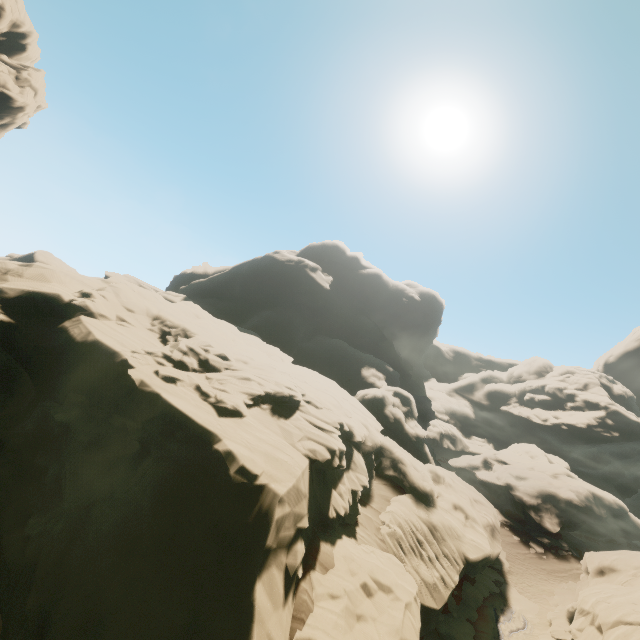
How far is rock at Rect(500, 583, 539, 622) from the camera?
21.6m

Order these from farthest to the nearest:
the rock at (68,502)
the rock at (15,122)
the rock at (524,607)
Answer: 1. the rock at (15,122)
2. the rock at (524,607)
3. the rock at (68,502)

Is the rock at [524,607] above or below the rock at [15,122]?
below

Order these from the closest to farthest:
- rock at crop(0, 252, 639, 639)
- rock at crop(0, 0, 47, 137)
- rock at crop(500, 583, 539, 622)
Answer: rock at crop(0, 252, 639, 639) → rock at crop(500, 583, 539, 622) → rock at crop(0, 0, 47, 137)

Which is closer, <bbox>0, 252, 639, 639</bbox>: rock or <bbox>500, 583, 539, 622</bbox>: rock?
<bbox>0, 252, 639, 639</bbox>: rock

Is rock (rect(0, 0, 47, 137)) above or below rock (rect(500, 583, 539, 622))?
above

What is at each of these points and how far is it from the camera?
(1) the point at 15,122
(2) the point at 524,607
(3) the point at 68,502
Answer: (1) rock, 51.09m
(2) rock, 22.27m
(3) rock, 11.57m
